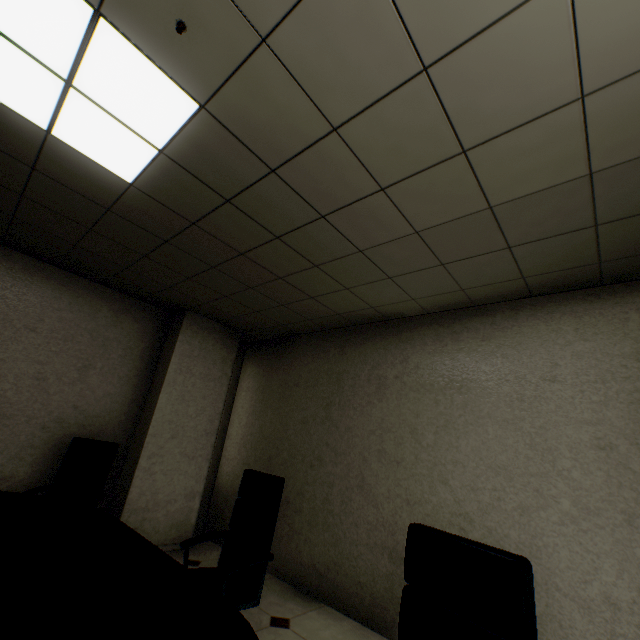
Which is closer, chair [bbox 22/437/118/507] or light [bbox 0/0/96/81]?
light [bbox 0/0/96/81]

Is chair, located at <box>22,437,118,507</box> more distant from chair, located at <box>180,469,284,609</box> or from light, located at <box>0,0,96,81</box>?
light, located at <box>0,0,96,81</box>

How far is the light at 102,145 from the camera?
1.81m

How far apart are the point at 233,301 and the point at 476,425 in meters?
3.1 m

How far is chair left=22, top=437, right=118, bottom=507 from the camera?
3.2 meters

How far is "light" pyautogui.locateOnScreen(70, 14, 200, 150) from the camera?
1.5 meters

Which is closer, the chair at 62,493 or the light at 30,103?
the light at 30,103
